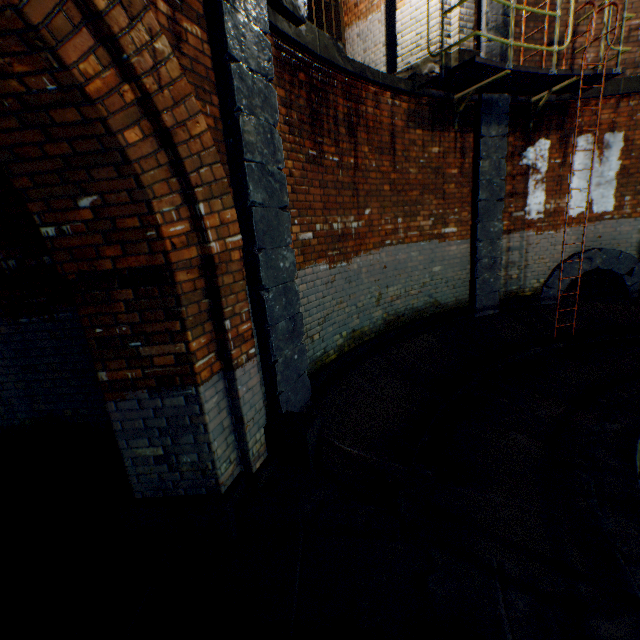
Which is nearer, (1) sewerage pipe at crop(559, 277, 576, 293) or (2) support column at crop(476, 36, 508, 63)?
(2) support column at crop(476, 36, 508, 63)

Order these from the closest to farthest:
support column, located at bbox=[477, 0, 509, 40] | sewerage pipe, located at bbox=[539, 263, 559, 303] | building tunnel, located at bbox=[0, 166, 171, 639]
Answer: building tunnel, located at bbox=[0, 166, 171, 639] < support column, located at bbox=[477, 0, 509, 40] < sewerage pipe, located at bbox=[539, 263, 559, 303]

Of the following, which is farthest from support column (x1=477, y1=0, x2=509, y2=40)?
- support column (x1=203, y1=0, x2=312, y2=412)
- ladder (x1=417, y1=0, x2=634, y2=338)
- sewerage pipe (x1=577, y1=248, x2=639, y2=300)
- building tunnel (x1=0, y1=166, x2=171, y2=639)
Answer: building tunnel (x1=0, y1=166, x2=171, y2=639)

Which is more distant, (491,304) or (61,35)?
(491,304)

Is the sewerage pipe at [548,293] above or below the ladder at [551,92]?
below

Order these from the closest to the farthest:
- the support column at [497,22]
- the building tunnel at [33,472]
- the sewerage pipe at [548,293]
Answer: the building tunnel at [33,472]
the support column at [497,22]
the sewerage pipe at [548,293]

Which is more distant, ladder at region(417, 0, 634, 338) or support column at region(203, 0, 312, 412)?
ladder at region(417, 0, 634, 338)

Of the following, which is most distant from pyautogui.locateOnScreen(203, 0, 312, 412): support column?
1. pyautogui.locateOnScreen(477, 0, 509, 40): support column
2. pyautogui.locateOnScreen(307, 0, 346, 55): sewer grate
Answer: pyautogui.locateOnScreen(477, 0, 509, 40): support column
